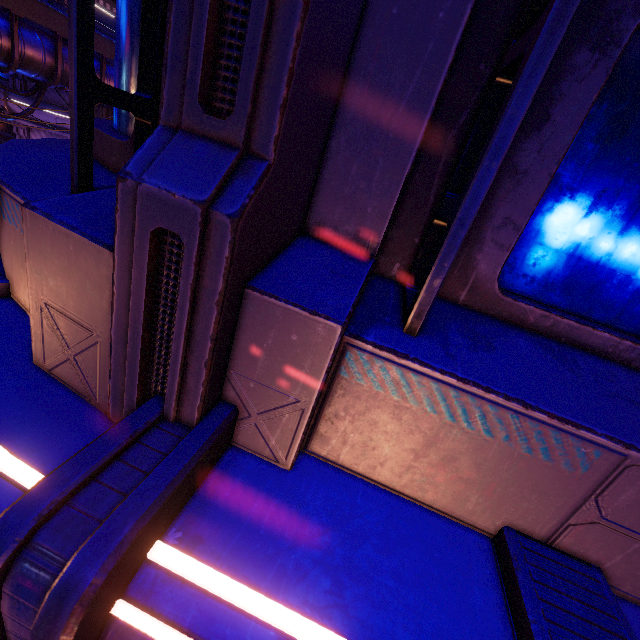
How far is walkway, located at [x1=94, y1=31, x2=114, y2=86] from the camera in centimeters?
1342cm

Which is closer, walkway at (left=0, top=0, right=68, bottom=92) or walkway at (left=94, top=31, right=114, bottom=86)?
walkway at (left=0, top=0, right=68, bottom=92)

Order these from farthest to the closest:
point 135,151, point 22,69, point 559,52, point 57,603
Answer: point 22,69 → point 135,151 → point 559,52 → point 57,603

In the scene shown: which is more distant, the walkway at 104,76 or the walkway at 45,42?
the walkway at 104,76

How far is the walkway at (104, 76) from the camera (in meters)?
13.42
